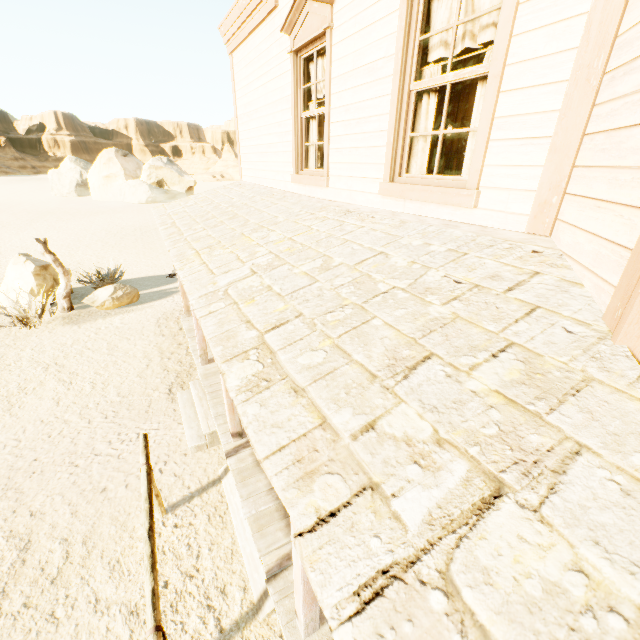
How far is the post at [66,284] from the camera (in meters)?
9.27

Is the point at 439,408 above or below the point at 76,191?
above

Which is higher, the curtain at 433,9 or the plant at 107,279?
the curtain at 433,9

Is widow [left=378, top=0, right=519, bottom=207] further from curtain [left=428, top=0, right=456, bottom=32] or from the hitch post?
the hitch post

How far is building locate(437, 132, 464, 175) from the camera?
8.8m

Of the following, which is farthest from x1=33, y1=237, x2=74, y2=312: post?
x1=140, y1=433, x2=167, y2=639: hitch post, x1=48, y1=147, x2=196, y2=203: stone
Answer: x1=48, y1=147, x2=196, y2=203: stone

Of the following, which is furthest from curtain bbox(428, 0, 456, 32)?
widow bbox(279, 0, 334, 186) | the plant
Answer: the plant

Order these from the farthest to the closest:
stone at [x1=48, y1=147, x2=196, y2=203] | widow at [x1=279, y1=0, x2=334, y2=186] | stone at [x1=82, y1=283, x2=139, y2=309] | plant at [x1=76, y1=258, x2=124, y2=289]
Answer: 1. stone at [x1=48, y1=147, x2=196, y2=203]
2. plant at [x1=76, y1=258, x2=124, y2=289]
3. stone at [x1=82, y1=283, x2=139, y2=309]
4. widow at [x1=279, y1=0, x2=334, y2=186]
